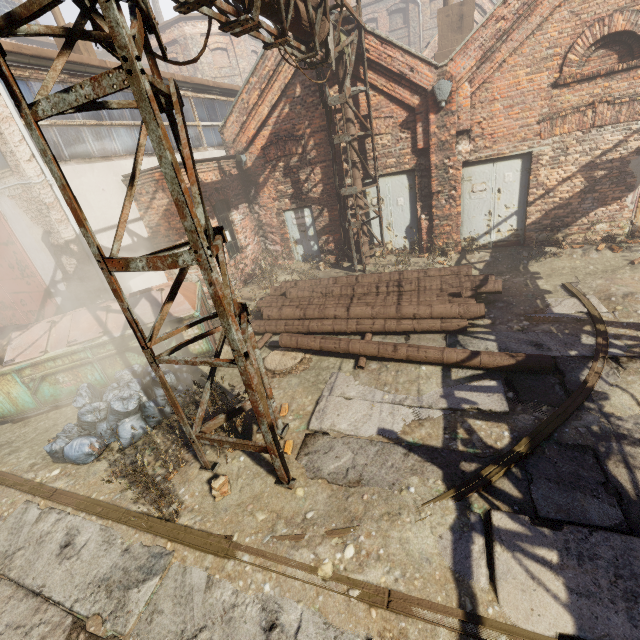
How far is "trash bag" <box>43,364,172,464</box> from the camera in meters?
5.3 m

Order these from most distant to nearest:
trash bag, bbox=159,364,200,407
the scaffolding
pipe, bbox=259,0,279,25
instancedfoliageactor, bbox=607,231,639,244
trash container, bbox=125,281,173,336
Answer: instancedfoliageactor, bbox=607,231,639,244, trash container, bbox=125,281,173,336, trash bag, bbox=159,364,200,407, pipe, bbox=259,0,279,25, the scaffolding

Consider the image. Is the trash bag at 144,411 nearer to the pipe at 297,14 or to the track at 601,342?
the track at 601,342

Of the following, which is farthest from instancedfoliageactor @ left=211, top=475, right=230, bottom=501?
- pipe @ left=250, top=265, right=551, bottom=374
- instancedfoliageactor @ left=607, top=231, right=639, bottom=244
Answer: instancedfoliageactor @ left=607, top=231, right=639, bottom=244

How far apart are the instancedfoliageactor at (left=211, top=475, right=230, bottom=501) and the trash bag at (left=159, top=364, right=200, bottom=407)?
1.95m

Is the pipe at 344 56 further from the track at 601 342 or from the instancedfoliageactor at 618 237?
the instancedfoliageactor at 618 237

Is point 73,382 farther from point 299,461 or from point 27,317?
point 299,461
